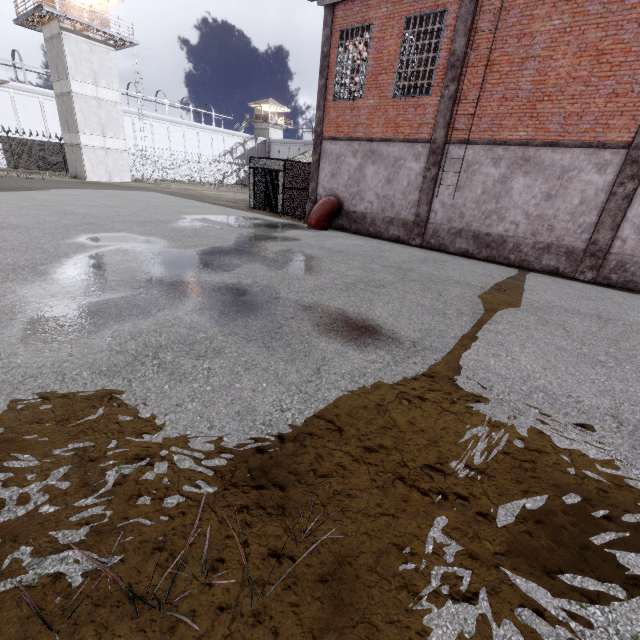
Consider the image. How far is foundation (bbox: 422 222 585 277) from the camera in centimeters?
1095cm

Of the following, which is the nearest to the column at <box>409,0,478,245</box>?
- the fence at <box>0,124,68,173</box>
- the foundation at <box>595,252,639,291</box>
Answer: the foundation at <box>595,252,639,291</box>

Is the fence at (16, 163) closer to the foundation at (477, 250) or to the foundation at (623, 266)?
the foundation at (623, 266)

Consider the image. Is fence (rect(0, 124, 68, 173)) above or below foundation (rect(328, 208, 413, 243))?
above

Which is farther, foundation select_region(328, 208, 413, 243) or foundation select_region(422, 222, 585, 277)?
foundation select_region(328, 208, 413, 243)

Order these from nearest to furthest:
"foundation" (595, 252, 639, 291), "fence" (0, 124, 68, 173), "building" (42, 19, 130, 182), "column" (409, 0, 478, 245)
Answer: "foundation" (595, 252, 639, 291) < "column" (409, 0, 478, 245) < "building" (42, 19, 130, 182) < "fence" (0, 124, 68, 173)

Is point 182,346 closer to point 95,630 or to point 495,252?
point 95,630

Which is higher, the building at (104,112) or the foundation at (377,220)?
the building at (104,112)
